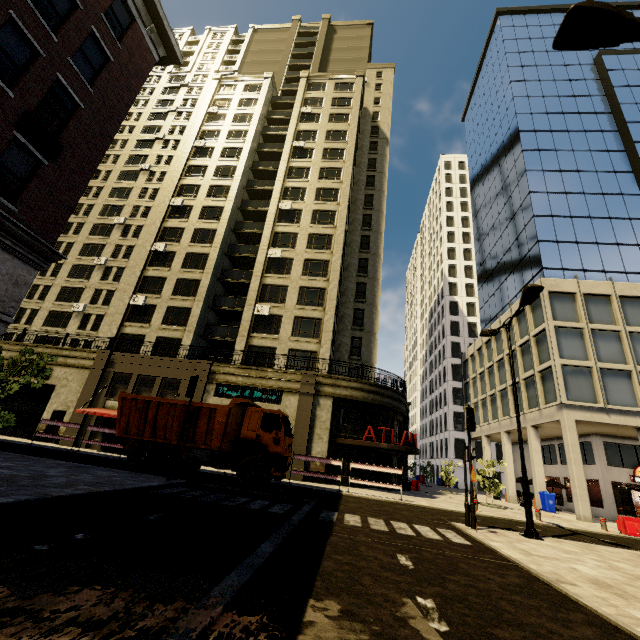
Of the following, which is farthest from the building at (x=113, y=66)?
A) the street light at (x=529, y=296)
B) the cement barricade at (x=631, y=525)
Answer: the street light at (x=529, y=296)

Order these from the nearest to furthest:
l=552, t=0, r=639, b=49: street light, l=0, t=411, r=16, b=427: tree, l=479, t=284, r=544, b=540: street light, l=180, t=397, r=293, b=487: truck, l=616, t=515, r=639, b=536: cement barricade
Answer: l=552, t=0, r=639, b=49: street light → l=0, t=411, r=16, b=427: tree → l=479, t=284, r=544, b=540: street light → l=180, t=397, r=293, b=487: truck → l=616, t=515, r=639, b=536: cement barricade

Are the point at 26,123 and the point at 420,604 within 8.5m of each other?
no

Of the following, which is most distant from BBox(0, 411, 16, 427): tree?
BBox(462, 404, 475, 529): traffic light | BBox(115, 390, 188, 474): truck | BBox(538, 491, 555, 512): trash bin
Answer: BBox(538, 491, 555, 512): trash bin

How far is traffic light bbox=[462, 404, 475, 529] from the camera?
10.6 meters

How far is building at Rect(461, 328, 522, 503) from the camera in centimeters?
2938cm

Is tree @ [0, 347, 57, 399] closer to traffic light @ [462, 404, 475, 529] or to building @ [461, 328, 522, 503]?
building @ [461, 328, 522, 503]

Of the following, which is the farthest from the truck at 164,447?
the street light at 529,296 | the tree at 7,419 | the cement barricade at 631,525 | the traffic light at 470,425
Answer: the cement barricade at 631,525
